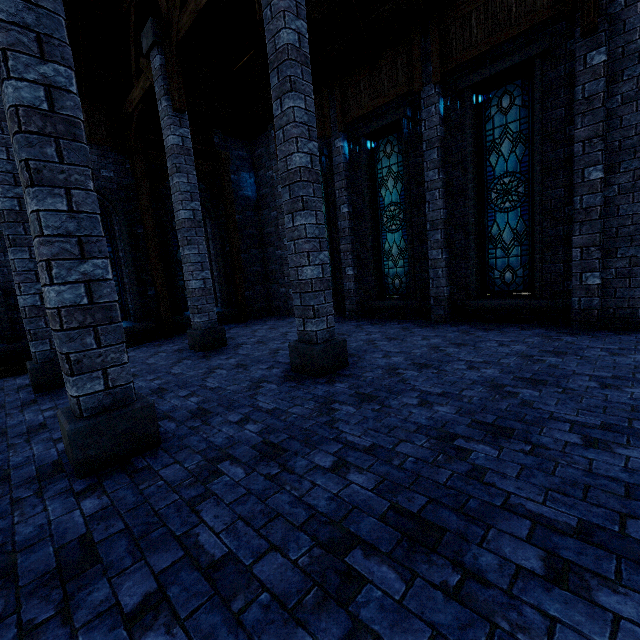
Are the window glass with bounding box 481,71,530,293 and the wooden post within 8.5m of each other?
no

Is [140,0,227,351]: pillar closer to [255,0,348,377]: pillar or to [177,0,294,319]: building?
[177,0,294,319]: building

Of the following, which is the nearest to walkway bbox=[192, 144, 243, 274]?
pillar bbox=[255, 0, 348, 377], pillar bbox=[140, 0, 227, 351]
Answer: pillar bbox=[140, 0, 227, 351]

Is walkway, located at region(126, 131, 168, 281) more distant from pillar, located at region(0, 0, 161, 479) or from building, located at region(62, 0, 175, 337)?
pillar, located at region(0, 0, 161, 479)

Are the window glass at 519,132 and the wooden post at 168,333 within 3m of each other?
no

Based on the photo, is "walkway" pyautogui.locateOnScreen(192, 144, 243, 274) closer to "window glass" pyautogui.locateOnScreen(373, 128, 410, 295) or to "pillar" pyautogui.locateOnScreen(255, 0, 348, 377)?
"window glass" pyautogui.locateOnScreen(373, 128, 410, 295)

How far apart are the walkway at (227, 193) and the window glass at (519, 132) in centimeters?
820cm

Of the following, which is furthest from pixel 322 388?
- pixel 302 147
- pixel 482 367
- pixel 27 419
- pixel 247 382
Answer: pixel 27 419
